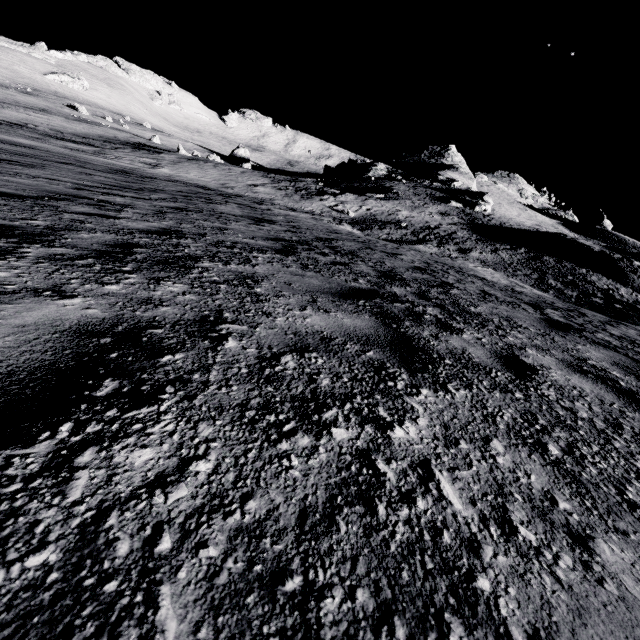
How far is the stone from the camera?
45.4 meters

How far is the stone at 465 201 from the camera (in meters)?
45.41

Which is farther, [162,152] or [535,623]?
[162,152]
